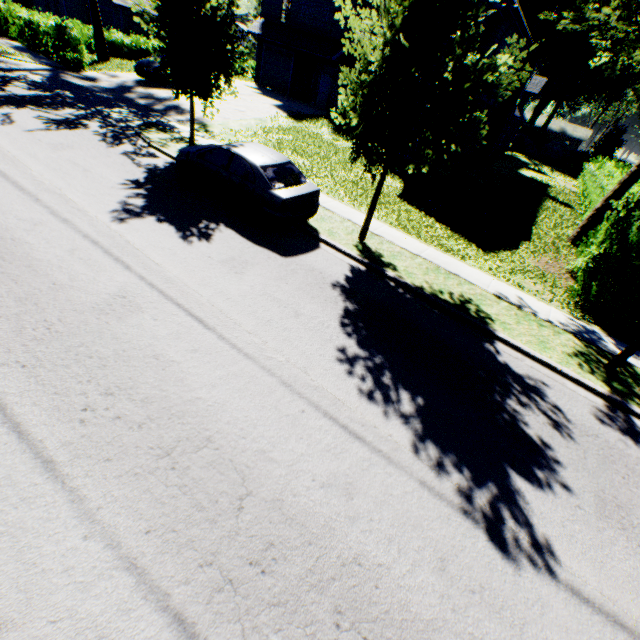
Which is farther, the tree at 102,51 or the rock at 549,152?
the rock at 549,152

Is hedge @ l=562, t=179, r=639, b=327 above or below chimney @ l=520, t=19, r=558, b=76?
below

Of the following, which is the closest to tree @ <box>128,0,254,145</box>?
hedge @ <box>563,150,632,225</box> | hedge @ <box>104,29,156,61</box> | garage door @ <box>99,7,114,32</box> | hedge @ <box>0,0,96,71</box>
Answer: hedge @ <box>563,150,632,225</box>

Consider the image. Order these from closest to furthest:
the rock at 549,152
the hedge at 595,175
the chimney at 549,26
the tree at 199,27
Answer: the tree at 199,27 < the hedge at 595,175 < the chimney at 549,26 < the rock at 549,152

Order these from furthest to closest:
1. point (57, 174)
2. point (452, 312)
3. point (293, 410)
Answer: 1. point (57, 174)
2. point (452, 312)
3. point (293, 410)

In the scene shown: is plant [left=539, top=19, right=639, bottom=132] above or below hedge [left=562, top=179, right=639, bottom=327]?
above

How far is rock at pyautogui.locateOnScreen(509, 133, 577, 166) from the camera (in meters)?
43.56

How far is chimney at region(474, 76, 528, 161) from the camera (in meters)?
22.89
